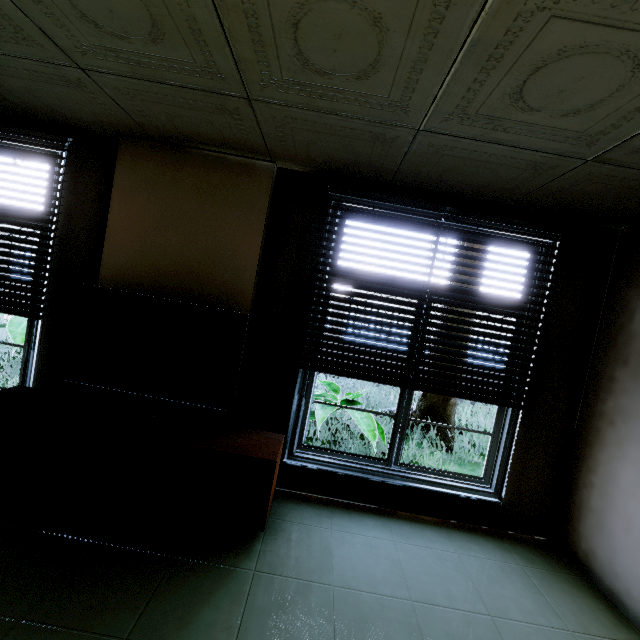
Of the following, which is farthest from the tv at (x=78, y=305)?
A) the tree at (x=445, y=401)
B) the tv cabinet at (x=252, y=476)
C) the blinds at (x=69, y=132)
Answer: the tree at (x=445, y=401)

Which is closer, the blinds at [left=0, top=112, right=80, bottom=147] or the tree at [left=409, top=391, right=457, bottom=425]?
the blinds at [left=0, top=112, right=80, bottom=147]

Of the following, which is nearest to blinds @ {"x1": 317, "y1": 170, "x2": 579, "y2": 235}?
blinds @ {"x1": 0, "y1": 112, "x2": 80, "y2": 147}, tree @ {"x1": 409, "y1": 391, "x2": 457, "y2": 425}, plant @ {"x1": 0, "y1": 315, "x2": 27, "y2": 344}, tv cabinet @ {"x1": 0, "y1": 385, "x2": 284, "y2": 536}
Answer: tv cabinet @ {"x1": 0, "y1": 385, "x2": 284, "y2": 536}

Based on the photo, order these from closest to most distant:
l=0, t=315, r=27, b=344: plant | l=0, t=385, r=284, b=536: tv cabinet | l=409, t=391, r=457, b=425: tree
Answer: l=0, t=385, r=284, b=536: tv cabinet, l=0, t=315, r=27, b=344: plant, l=409, t=391, r=457, b=425: tree

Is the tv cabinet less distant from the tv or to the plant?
the tv

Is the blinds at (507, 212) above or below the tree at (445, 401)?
above

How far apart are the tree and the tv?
4.5 meters

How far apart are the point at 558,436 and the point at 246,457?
2.7 meters
